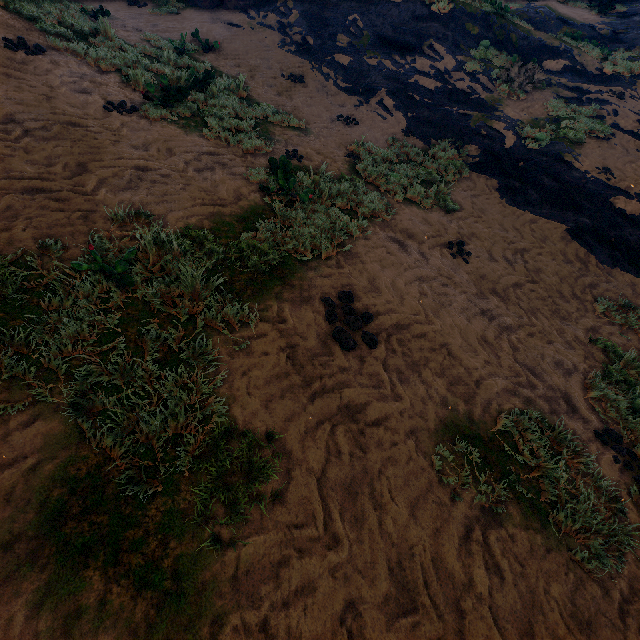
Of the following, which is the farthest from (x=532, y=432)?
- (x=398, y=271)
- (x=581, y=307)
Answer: (x=581, y=307)
